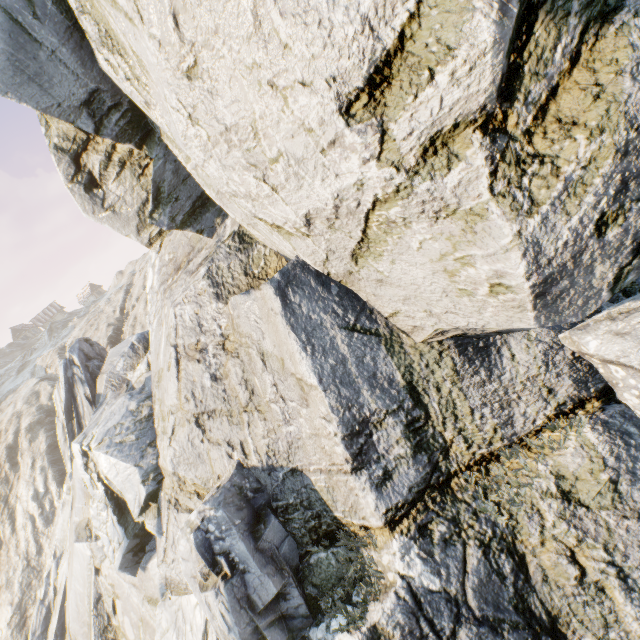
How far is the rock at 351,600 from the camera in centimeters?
617cm

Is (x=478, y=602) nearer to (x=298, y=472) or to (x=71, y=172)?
(x=298, y=472)

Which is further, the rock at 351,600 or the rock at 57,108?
the rock at 351,600

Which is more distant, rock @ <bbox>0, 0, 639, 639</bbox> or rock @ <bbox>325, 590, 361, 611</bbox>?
rock @ <bbox>325, 590, 361, 611</bbox>

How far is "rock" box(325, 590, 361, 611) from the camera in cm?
617
